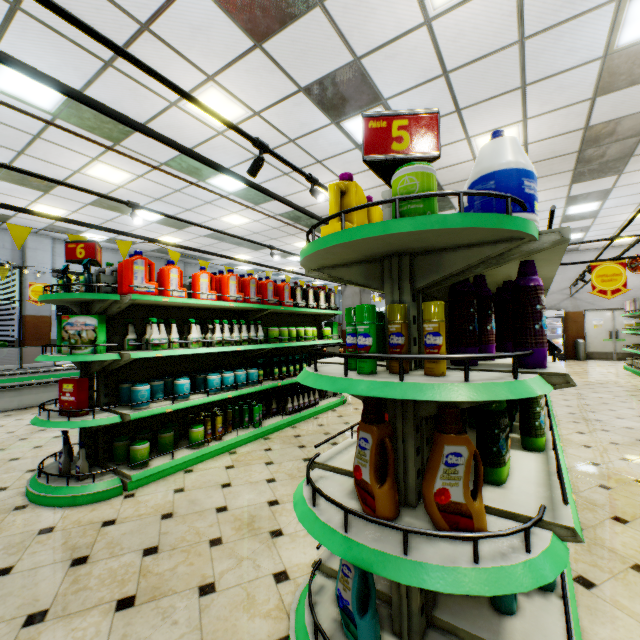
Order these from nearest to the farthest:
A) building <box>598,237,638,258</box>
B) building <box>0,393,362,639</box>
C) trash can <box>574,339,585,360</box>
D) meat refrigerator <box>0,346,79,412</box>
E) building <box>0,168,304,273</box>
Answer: building <box>0,393,362,639</box>, meat refrigerator <box>0,346,79,412</box>, building <box>0,168,304,273</box>, building <box>598,237,638,258</box>, trash can <box>574,339,585,360</box>

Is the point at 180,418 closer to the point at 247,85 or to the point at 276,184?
the point at 247,85

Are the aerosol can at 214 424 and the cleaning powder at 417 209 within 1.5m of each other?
no

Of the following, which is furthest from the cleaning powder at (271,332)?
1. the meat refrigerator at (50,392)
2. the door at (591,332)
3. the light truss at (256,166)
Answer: the door at (591,332)

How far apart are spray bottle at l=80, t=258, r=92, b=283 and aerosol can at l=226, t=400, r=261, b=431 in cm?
230

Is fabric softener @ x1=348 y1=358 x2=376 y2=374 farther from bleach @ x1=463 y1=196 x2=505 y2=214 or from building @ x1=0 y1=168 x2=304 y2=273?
building @ x1=0 y1=168 x2=304 y2=273

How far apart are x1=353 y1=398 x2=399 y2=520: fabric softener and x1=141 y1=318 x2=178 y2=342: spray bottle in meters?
2.8

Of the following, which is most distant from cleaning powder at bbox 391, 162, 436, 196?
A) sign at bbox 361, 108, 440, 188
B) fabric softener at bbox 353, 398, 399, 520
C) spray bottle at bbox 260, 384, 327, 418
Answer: spray bottle at bbox 260, 384, 327, 418
